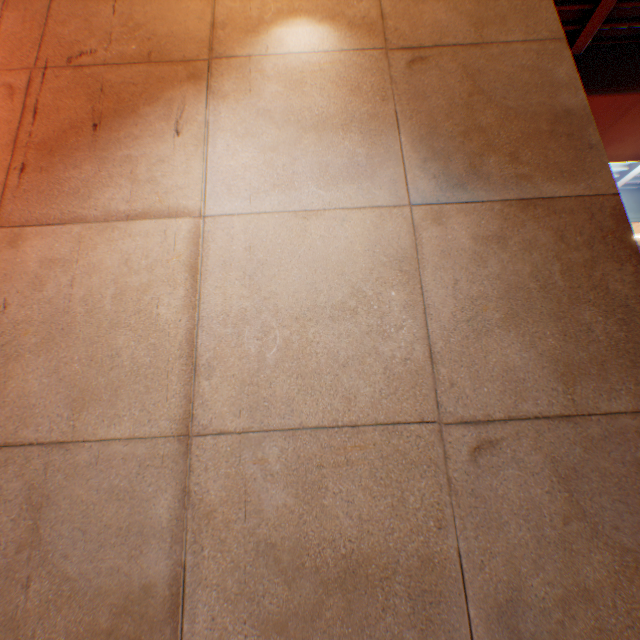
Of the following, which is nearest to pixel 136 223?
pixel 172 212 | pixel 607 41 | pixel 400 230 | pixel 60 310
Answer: pixel 172 212
